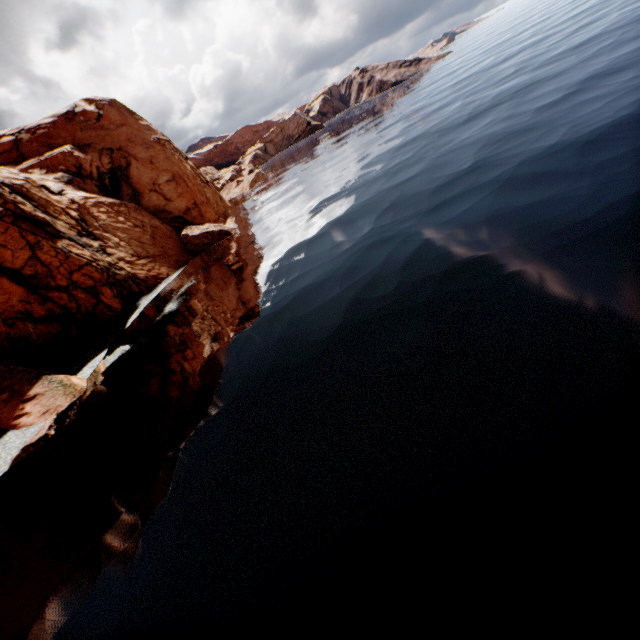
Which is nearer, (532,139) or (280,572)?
A: (280,572)
